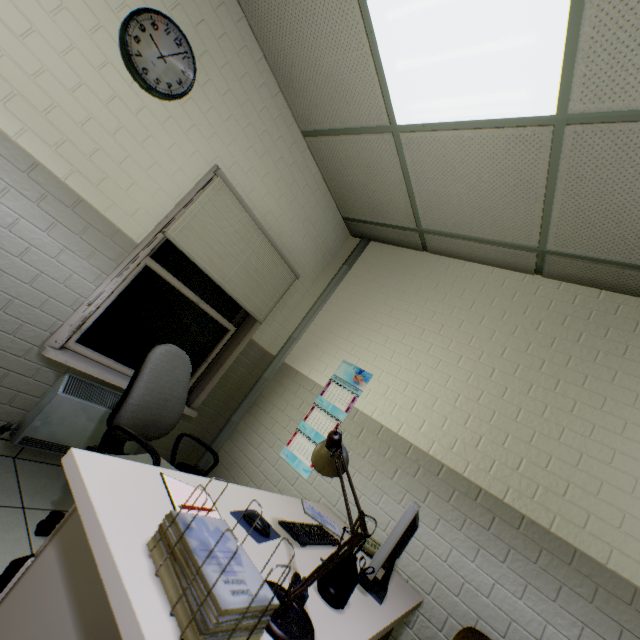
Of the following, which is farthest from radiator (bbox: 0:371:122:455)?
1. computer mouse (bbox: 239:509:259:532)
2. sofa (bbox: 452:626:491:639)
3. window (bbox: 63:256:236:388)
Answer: sofa (bbox: 452:626:491:639)

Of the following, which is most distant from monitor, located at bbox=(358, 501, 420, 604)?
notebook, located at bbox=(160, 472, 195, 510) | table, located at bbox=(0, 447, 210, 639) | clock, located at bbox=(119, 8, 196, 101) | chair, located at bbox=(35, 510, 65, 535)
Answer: clock, located at bbox=(119, 8, 196, 101)

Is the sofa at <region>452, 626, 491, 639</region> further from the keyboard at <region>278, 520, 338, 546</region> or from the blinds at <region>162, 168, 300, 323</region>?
the blinds at <region>162, 168, 300, 323</region>

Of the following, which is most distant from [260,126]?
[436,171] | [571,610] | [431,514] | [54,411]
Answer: [571,610]

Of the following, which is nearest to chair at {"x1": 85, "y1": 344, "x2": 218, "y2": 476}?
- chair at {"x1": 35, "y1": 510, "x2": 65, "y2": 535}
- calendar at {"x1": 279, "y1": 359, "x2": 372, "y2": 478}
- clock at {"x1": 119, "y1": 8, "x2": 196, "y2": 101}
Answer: chair at {"x1": 35, "y1": 510, "x2": 65, "y2": 535}

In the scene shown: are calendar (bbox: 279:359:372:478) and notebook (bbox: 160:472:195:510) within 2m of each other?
yes

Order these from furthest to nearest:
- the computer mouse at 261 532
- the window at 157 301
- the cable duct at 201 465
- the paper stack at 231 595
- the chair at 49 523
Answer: the cable duct at 201 465
the window at 157 301
the chair at 49 523
the computer mouse at 261 532
the paper stack at 231 595

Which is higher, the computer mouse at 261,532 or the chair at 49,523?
the computer mouse at 261,532
